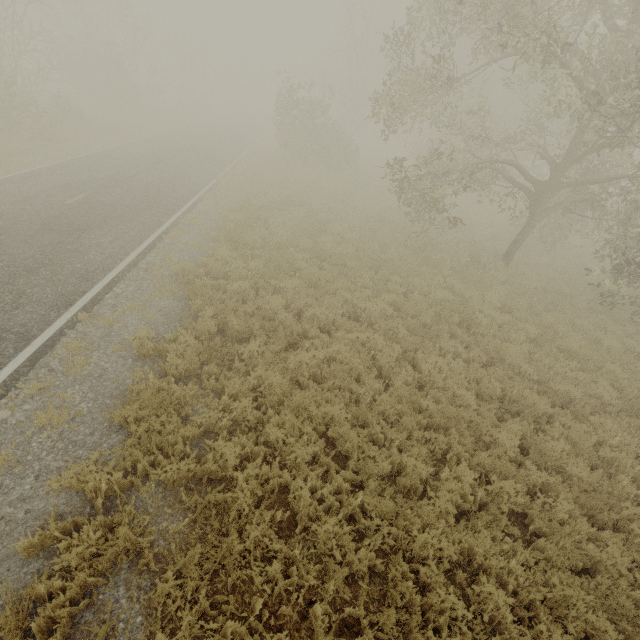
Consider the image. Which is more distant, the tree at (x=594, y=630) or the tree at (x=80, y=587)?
the tree at (x=594, y=630)

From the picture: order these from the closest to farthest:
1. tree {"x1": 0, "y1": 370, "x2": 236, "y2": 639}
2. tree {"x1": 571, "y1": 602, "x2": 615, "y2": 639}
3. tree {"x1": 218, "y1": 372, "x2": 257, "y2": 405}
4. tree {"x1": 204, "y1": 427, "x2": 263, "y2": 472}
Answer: tree {"x1": 0, "y1": 370, "x2": 236, "y2": 639}
tree {"x1": 571, "y1": 602, "x2": 615, "y2": 639}
tree {"x1": 204, "y1": 427, "x2": 263, "y2": 472}
tree {"x1": 218, "y1": 372, "x2": 257, "y2": 405}

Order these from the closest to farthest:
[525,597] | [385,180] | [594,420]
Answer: [525,597]
[594,420]
[385,180]

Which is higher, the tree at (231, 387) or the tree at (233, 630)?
the tree at (231, 387)

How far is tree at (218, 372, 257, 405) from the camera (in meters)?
6.24

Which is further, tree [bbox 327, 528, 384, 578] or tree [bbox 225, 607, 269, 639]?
tree [bbox 327, 528, 384, 578]
